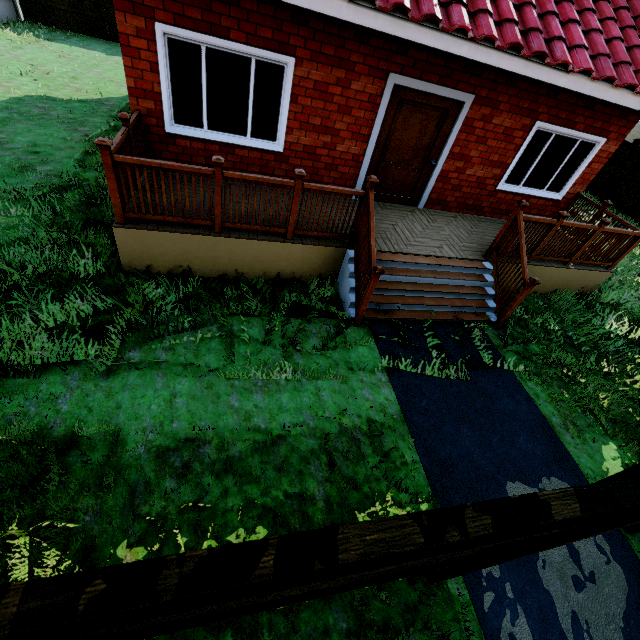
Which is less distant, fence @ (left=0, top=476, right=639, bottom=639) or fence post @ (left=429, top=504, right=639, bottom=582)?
fence @ (left=0, top=476, right=639, bottom=639)

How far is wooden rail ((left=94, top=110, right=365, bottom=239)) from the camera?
4.1m

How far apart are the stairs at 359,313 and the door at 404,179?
2.0 meters

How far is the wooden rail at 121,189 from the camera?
4.1m

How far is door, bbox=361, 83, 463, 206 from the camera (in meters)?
5.89

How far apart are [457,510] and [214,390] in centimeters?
328cm

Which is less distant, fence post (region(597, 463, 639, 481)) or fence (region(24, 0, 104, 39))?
fence post (region(597, 463, 639, 481))

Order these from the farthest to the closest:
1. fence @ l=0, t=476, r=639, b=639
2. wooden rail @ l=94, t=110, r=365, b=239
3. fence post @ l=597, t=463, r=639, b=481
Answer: wooden rail @ l=94, t=110, r=365, b=239 < fence post @ l=597, t=463, r=639, b=481 < fence @ l=0, t=476, r=639, b=639
